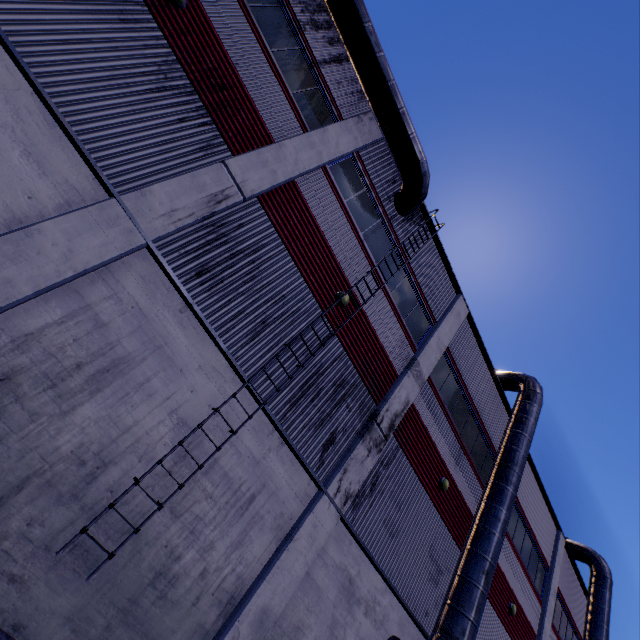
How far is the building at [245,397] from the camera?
7.2 meters

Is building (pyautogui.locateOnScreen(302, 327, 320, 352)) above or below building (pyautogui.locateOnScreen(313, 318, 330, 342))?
below

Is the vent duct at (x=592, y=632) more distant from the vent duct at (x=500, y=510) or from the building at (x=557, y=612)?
the vent duct at (x=500, y=510)

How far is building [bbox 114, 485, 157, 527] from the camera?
5.62m

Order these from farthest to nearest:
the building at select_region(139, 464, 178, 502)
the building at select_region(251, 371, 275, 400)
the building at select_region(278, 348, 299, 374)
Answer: the building at select_region(278, 348, 299, 374), the building at select_region(251, 371, 275, 400), the building at select_region(139, 464, 178, 502)

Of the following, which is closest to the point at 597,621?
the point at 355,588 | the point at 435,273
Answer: the point at 355,588

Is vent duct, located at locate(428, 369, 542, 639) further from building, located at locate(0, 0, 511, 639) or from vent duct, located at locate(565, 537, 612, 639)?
vent duct, located at locate(565, 537, 612, 639)
